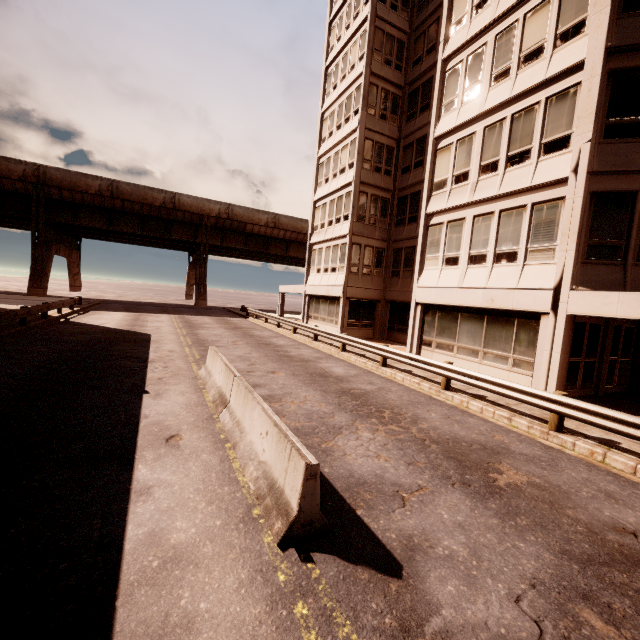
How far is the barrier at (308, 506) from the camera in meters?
3.8

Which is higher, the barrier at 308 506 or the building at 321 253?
the building at 321 253

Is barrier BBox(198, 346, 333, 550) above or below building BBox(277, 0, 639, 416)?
below

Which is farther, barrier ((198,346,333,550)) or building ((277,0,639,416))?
building ((277,0,639,416))

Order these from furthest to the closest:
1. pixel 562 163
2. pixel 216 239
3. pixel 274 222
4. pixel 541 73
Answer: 1. pixel 274 222
2. pixel 216 239
3. pixel 541 73
4. pixel 562 163

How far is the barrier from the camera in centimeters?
382cm
